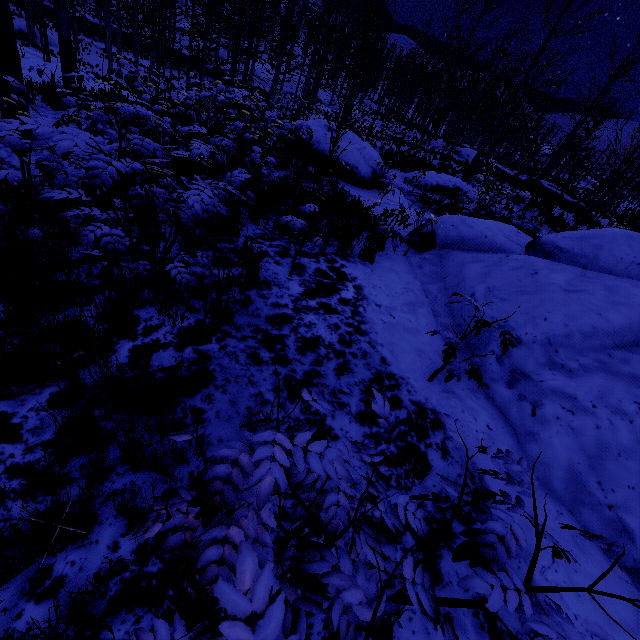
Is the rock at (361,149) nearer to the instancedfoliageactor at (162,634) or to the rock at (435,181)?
the rock at (435,181)

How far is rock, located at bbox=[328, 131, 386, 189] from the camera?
10.5m

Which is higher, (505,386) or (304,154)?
(505,386)

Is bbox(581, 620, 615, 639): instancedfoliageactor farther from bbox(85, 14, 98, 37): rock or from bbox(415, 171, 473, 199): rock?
bbox(85, 14, 98, 37): rock

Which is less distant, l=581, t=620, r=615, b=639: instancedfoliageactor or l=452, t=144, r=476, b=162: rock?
l=581, t=620, r=615, b=639: instancedfoliageactor

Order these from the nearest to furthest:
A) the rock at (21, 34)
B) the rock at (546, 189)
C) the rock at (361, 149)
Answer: the rock at (361, 149) → the rock at (546, 189) → the rock at (21, 34)

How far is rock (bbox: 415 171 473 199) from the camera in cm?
1411

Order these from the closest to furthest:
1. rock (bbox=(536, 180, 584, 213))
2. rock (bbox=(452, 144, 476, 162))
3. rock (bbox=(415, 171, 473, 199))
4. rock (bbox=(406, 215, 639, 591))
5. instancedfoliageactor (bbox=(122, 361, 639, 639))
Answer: instancedfoliageactor (bbox=(122, 361, 639, 639)) < rock (bbox=(406, 215, 639, 591)) < rock (bbox=(415, 171, 473, 199)) < rock (bbox=(536, 180, 584, 213)) < rock (bbox=(452, 144, 476, 162))
